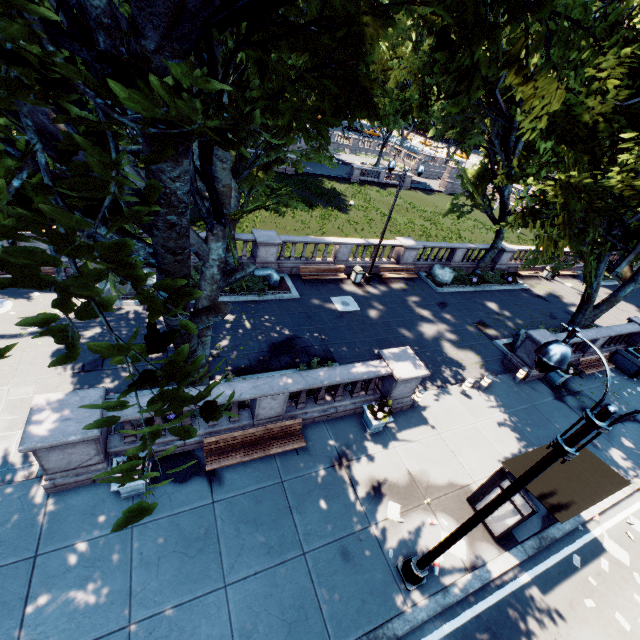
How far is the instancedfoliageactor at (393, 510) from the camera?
9.3 meters

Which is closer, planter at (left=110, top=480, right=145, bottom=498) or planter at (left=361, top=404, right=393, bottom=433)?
planter at (left=110, top=480, right=145, bottom=498)

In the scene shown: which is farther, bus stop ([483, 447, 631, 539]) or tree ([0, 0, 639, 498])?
bus stop ([483, 447, 631, 539])

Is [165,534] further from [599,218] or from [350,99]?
[599,218]

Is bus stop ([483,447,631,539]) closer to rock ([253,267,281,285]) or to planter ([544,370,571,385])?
planter ([544,370,571,385])

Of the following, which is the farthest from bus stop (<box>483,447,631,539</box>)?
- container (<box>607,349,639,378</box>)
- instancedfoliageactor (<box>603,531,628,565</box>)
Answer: container (<box>607,349,639,378</box>)

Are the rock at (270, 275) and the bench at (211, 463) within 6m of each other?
no

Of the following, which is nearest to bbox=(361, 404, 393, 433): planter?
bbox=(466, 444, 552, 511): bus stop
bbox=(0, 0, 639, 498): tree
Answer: bbox=(466, 444, 552, 511): bus stop
